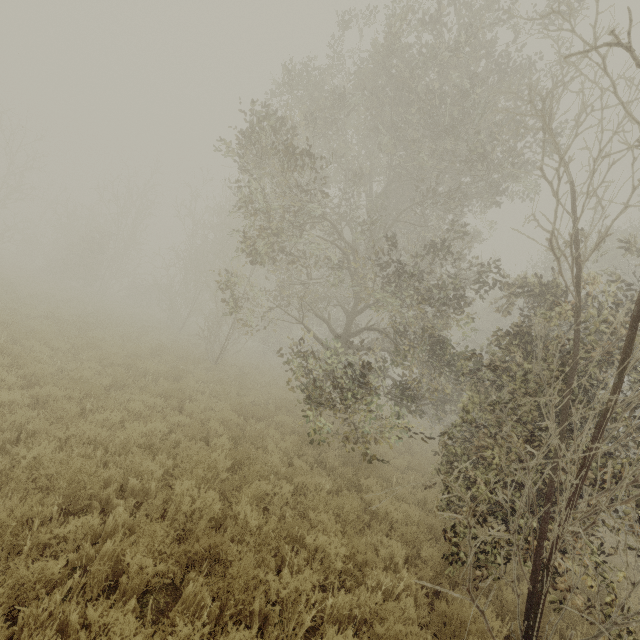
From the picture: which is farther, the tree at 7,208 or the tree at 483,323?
the tree at 7,208

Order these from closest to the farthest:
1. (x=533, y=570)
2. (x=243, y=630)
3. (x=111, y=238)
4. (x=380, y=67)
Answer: (x=243, y=630) < (x=533, y=570) < (x=380, y=67) < (x=111, y=238)

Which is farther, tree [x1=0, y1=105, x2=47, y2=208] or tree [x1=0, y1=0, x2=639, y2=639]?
tree [x1=0, y1=105, x2=47, y2=208]
